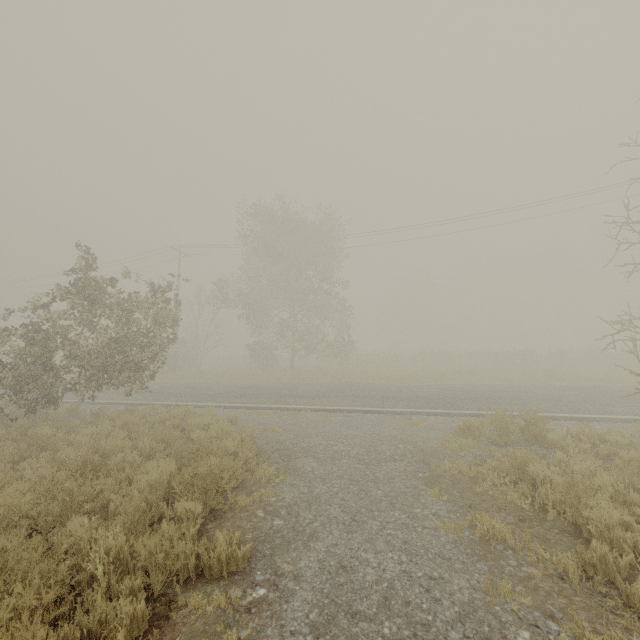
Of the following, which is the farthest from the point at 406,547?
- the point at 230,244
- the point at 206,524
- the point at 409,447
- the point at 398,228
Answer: the point at 230,244
